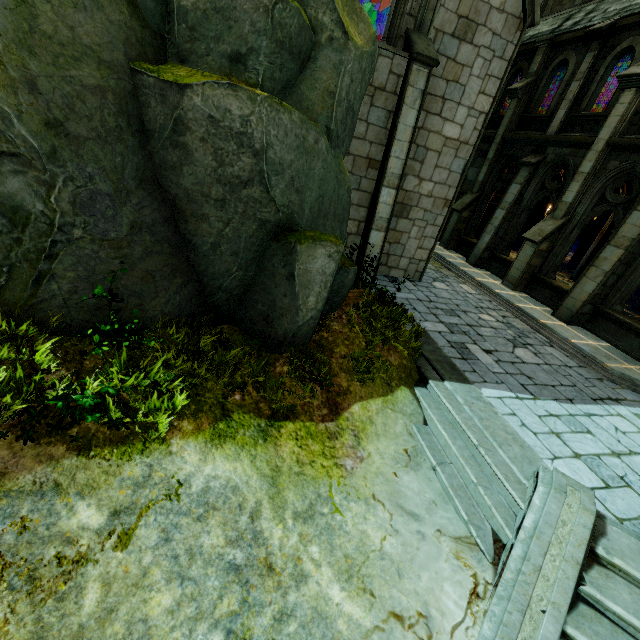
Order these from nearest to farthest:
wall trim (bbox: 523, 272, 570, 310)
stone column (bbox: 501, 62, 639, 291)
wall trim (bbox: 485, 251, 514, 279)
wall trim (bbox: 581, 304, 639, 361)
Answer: Answer: wall trim (bbox: 581, 304, 639, 361) → stone column (bbox: 501, 62, 639, 291) → wall trim (bbox: 523, 272, 570, 310) → wall trim (bbox: 485, 251, 514, 279)

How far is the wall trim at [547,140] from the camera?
11.2m

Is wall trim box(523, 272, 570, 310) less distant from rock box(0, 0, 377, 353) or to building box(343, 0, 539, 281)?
building box(343, 0, 539, 281)

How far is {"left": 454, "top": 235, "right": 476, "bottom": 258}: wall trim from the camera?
15.92m

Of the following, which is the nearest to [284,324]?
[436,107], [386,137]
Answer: [386,137]

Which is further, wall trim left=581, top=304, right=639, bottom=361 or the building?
wall trim left=581, top=304, right=639, bottom=361

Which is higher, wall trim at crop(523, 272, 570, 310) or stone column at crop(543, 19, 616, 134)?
stone column at crop(543, 19, 616, 134)

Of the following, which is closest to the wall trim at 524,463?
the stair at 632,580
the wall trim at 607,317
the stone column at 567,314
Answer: the stair at 632,580
